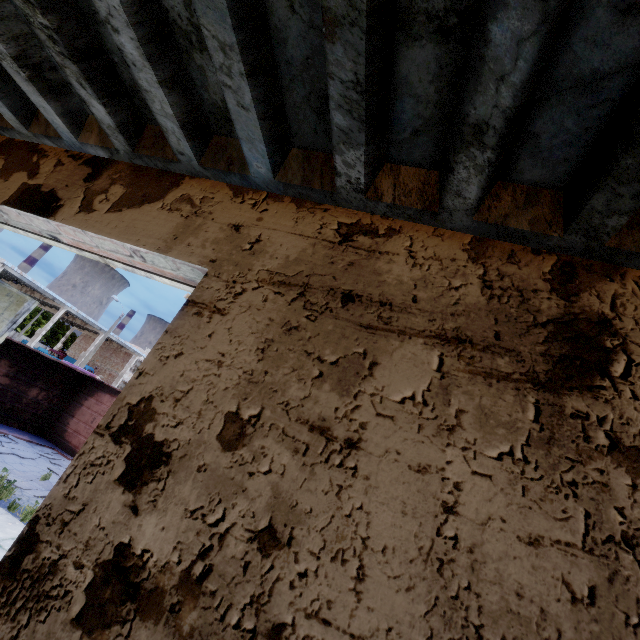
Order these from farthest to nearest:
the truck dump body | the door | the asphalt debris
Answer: the truck dump body < the asphalt debris < the door

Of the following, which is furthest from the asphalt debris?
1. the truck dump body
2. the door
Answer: the door

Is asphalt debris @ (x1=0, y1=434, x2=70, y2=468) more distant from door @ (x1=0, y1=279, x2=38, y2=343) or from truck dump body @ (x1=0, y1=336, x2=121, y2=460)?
door @ (x1=0, y1=279, x2=38, y2=343)

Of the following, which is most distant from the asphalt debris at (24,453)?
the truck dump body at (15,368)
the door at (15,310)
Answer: the door at (15,310)

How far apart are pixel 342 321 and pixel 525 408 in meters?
0.7 m
